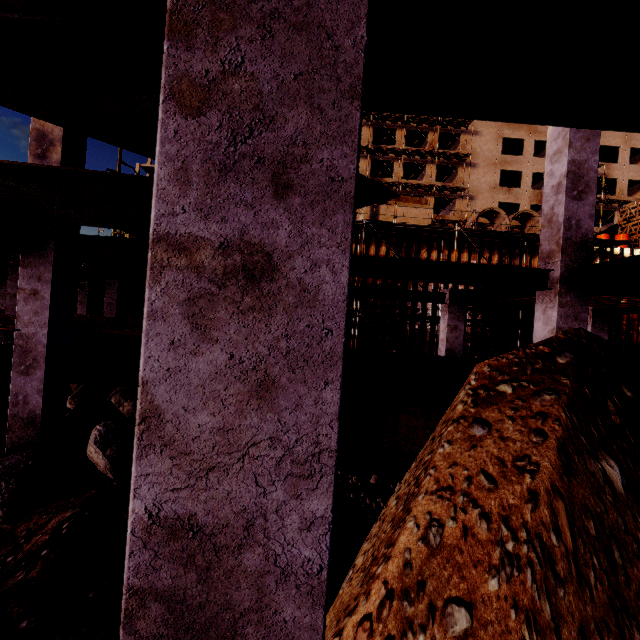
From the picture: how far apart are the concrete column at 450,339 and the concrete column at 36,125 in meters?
10.4 m

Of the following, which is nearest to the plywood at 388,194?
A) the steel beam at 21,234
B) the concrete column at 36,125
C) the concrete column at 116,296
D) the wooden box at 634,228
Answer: the steel beam at 21,234

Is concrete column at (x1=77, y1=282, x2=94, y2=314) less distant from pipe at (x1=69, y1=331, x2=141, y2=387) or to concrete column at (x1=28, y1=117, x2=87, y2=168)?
pipe at (x1=69, y1=331, x2=141, y2=387)

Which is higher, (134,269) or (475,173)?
(475,173)

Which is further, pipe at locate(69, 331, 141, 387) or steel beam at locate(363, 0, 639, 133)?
pipe at locate(69, 331, 141, 387)

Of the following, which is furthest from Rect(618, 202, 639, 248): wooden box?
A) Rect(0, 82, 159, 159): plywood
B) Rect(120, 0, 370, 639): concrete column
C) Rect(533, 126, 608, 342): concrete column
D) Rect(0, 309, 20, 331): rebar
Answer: Rect(120, 0, 370, 639): concrete column

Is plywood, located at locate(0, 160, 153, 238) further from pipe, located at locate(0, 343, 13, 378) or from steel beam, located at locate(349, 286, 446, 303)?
pipe, located at locate(0, 343, 13, 378)

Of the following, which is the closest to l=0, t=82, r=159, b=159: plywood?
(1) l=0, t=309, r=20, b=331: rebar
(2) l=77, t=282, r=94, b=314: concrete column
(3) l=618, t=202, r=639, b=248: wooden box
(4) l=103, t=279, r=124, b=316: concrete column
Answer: (1) l=0, t=309, r=20, b=331: rebar
